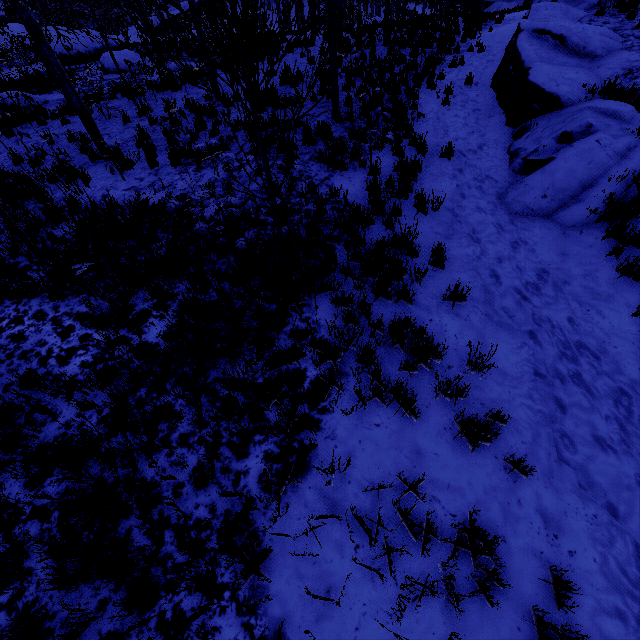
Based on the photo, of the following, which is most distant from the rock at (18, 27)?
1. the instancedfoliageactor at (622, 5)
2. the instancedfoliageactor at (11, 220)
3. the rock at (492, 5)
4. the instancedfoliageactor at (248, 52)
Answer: the rock at (492, 5)

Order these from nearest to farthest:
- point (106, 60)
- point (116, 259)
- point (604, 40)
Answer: point (116, 259) → point (604, 40) → point (106, 60)

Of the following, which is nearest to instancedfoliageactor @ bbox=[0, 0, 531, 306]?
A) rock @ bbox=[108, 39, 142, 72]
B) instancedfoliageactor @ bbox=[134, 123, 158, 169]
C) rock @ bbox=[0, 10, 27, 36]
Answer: instancedfoliageactor @ bbox=[134, 123, 158, 169]

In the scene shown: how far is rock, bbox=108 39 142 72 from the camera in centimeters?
1588cm

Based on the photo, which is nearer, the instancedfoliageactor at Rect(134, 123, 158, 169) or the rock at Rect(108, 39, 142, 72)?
the instancedfoliageactor at Rect(134, 123, 158, 169)

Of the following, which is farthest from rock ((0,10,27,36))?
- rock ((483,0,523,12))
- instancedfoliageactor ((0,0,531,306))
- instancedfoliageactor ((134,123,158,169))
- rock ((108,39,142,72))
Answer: rock ((483,0,523,12))

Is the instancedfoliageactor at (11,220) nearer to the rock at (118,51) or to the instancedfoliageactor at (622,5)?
the instancedfoliageactor at (622,5)

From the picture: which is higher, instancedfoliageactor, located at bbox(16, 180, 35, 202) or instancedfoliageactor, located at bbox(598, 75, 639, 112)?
instancedfoliageactor, located at bbox(598, 75, 639, 112)
